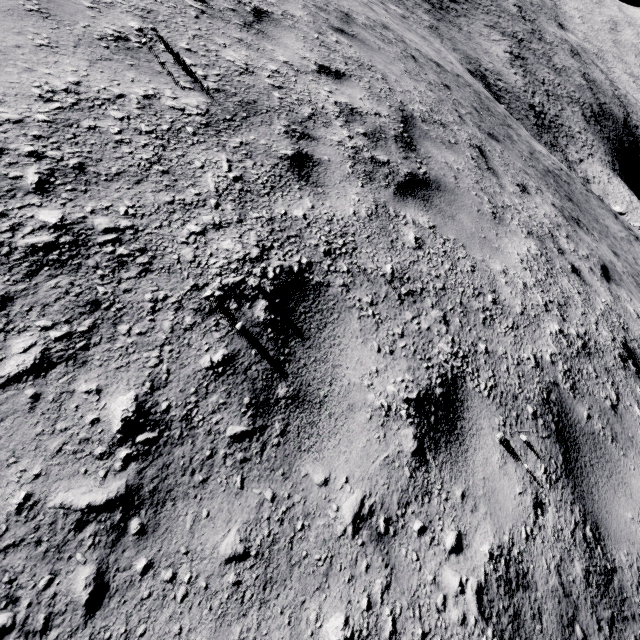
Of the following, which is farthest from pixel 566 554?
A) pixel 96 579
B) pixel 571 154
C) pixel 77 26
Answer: Answer: pixel 571 154
